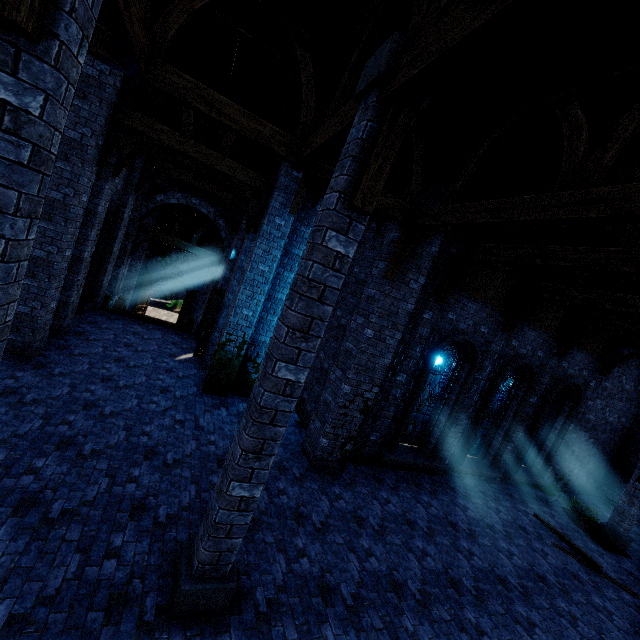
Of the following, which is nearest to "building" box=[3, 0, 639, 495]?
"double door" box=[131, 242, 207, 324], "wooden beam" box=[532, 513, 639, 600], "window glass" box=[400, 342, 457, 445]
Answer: "double door" box=[131, 242, 207, 324]

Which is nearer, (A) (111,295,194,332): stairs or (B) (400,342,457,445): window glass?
(B) (400,342,457,445): window glass

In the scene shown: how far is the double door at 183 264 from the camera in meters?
24.8 m

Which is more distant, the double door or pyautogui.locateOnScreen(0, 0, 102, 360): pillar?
the double door

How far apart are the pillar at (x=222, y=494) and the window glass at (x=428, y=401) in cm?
652

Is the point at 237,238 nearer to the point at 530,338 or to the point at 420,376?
the point at 420,376

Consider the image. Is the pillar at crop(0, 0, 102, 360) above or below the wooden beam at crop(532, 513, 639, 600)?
above

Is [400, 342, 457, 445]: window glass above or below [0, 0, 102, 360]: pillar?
below
